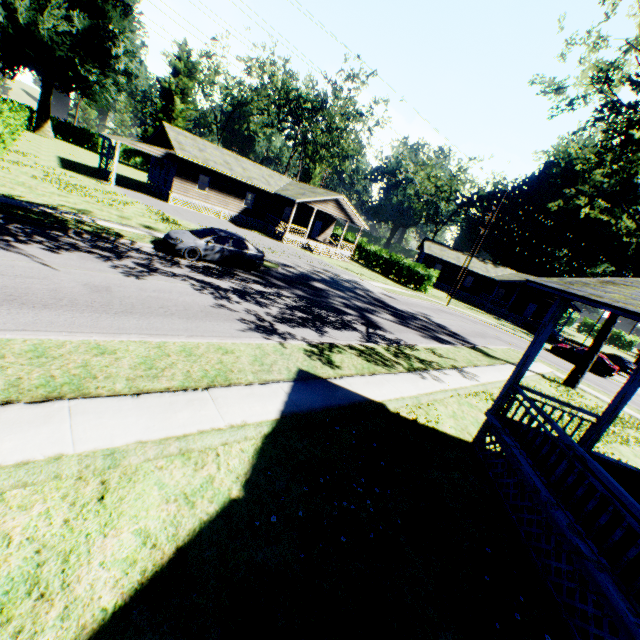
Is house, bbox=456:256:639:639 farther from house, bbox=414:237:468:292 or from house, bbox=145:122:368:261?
house, bbox=414:237:468:292

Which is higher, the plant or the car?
the plant

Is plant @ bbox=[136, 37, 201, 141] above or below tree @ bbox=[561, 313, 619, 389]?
above

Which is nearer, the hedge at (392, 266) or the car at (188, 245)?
the car at (188, 245)

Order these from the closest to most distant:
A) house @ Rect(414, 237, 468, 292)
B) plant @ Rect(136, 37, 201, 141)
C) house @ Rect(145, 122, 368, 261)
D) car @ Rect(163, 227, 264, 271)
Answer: car @ Rect(163, 227, 264, 271)
house @ Rect(145, 122, 368, 261)
house @ Rect(414, 237, 468, 292)
plant @ Rect(136, 37, 201, 141)

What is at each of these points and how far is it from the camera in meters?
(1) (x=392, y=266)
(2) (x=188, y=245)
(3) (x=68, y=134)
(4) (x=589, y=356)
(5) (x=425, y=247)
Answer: (1) hedge, 40.0 m
(2) car, 14.7 m
(3) hedge, 55.2 m
(4) tree, 18.7 m
(5) house, 49.4 m

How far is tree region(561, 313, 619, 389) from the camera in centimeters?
1812cm

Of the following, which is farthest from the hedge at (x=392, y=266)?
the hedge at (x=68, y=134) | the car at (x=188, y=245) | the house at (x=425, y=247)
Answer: the hedge at (x=68, y=134)
